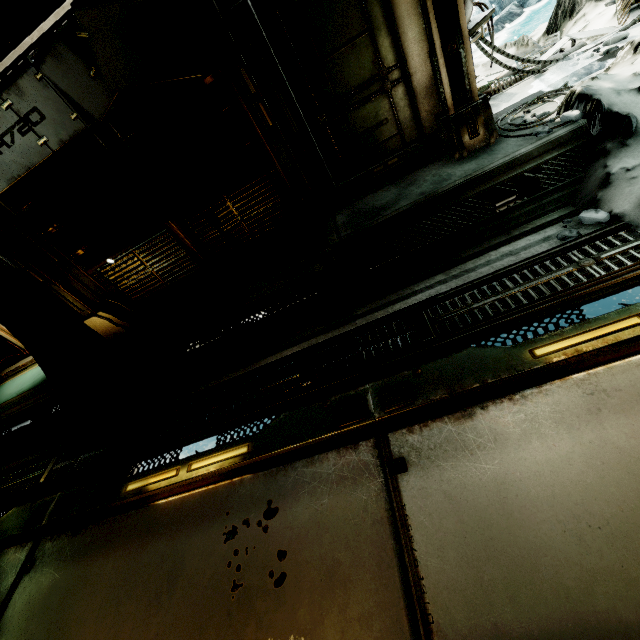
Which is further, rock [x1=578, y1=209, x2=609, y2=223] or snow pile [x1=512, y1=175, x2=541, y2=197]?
snow pile [x1=512, y1=175, x2=541, y2=197]

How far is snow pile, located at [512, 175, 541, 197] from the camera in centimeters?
325cm

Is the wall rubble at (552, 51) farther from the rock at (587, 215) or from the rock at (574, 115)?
the rock at (587, 215)

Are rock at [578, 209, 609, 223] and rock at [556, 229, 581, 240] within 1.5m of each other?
yes

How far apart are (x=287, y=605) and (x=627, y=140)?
4.2m

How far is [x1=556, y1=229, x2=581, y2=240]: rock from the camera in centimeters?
258cm

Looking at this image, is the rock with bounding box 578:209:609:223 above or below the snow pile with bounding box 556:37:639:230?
below

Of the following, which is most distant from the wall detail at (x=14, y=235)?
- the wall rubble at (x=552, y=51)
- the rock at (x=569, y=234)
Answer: the rock at (x=569, y=234)
